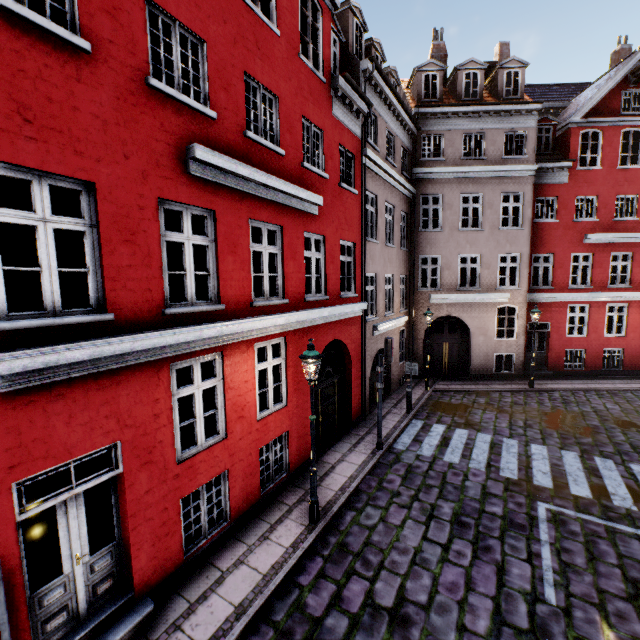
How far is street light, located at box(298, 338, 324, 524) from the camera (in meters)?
6.39

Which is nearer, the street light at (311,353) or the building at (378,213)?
the building at (378,213)

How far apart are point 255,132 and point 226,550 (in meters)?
14.20

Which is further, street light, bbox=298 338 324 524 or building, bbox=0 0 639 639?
street light, bbox=298 338 324 524

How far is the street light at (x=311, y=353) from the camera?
6.4m
